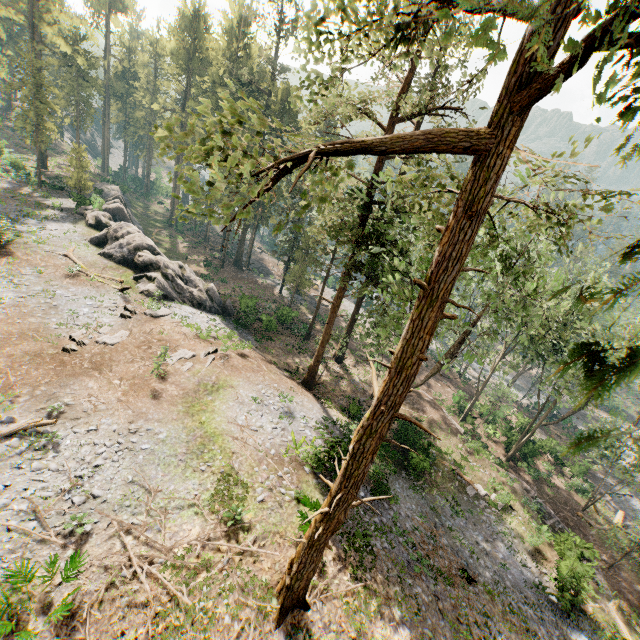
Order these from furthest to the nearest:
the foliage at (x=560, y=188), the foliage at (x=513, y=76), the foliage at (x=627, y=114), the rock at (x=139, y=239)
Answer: the rock at (x=139, y=239)
the foliage at (x=560, y=188)
the foliage at (x=513, y=76)
the foliage at (x=627, y=114)

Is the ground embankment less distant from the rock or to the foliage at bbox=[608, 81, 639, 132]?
the foliage at bbox=[608, 81, 639, 132]

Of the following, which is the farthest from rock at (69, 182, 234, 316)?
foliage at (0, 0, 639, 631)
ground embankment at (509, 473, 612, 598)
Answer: ground embankment at (509, 473, 612, 598)

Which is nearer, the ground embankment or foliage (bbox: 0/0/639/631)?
foliage (bbox: 0/0/639/631)

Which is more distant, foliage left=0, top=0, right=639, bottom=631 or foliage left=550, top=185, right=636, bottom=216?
foliage left=550, top=185, right=636, bottom=216

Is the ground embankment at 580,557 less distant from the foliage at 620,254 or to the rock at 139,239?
the foliage at 620,254

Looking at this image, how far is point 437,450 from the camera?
27.86m
